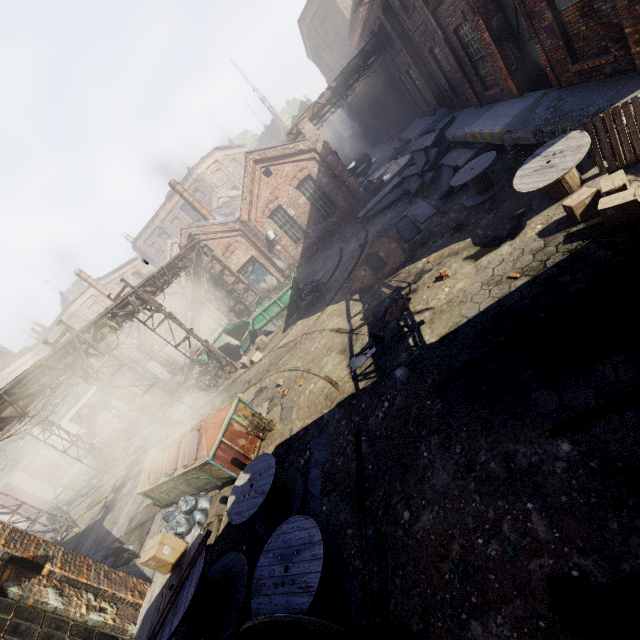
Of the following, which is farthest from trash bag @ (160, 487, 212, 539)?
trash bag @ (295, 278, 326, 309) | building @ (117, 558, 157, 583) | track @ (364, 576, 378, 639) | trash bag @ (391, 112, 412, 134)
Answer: trash bag @ (391, 112, 412, 134)

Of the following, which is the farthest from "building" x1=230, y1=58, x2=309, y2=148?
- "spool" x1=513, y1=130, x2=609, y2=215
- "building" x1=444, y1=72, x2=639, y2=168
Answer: "spool" x1=513, y1=130, x2=609, y2=215

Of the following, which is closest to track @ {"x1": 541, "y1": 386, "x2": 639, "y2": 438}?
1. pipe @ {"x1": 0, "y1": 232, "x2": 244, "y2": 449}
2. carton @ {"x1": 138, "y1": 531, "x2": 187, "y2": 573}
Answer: carton @ {"x1": 138, "y1": 531, "x2": 187, "y2": 573}

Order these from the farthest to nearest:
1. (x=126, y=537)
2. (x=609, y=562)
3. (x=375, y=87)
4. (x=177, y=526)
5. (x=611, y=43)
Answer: (x=375, y=87) → (x=126, y=537) → (x=177, y=526) → (x=611, y=43) → (x=609, y=562)

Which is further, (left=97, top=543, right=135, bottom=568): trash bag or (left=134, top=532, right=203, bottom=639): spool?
(left=97, top=543, right=135, bottom=568): trash bag

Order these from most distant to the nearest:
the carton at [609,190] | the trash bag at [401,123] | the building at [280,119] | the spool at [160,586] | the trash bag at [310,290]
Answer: the building at [280,119], the trash bag at [401,123], the trash bag at [310,290], the carton at [609,190], the spool at [160,586]

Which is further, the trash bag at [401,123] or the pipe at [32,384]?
the trash bag at [401,123]

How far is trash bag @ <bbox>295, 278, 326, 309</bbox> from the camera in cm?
1548
